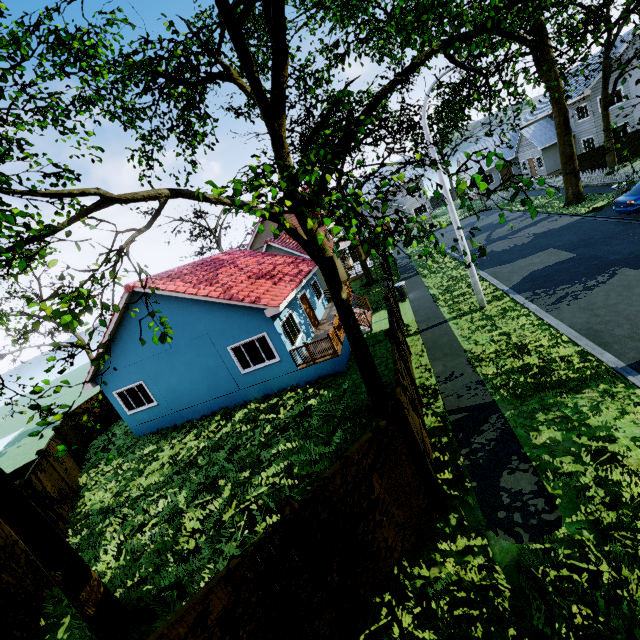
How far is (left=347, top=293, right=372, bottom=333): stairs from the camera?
16.3m

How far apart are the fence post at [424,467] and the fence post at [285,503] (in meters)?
2.06

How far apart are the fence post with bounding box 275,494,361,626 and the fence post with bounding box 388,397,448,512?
2.1m

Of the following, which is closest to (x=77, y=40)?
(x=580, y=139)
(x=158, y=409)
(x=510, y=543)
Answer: (x=510, y=543)

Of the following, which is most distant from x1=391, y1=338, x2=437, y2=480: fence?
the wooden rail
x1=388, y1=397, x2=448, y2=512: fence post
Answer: the wooden rail

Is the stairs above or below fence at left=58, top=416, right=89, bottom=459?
below

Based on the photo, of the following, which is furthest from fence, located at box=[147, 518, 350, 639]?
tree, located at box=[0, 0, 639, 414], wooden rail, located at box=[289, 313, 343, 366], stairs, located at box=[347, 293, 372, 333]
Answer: wooden rail, located at box=[289, 313, 343, 366]

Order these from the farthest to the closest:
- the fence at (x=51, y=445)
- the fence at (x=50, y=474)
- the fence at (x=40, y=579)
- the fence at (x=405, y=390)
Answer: the fence at (x=51, y=445), the fence at (x=50, y=474), the fence at (x=40, y=579), the fence at (x=405, y=390)
